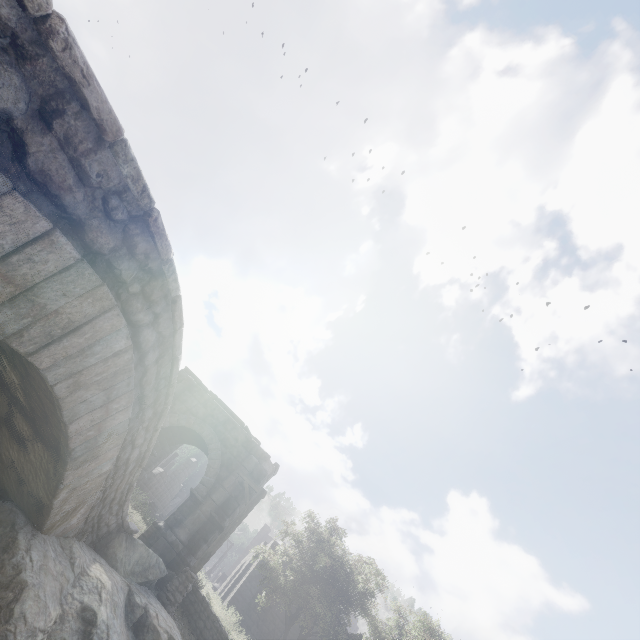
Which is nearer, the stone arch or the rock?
the rock

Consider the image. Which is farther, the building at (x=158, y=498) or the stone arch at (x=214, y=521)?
the building at (x=158, y=498)

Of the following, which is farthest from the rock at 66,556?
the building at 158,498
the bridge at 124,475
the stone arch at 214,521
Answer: the building at 158,498

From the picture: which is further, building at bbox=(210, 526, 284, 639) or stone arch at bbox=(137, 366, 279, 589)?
building at bbox=(210, 526, 284, 639)

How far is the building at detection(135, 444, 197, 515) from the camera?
24.8m

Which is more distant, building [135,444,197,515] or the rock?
building [135,444,197,515]

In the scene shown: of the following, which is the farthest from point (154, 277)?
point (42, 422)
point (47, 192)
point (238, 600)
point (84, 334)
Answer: point (238, 600)

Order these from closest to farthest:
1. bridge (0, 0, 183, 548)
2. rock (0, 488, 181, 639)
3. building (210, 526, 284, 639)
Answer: bridge (0, 0, 183, 548), rock (0, 488, 181, 639), building (210, 526, 284, 639)
